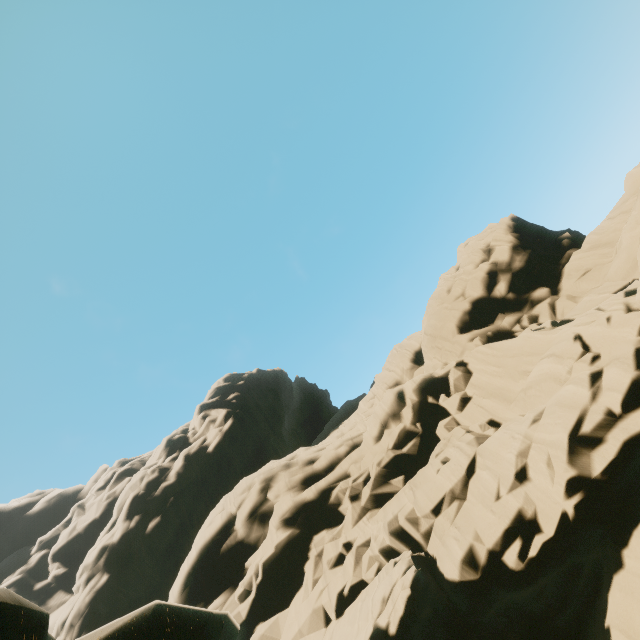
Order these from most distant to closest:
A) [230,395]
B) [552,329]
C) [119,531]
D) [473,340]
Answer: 1. [230,395]
2. [119,531]
3. [473,340]
4. [552,329]
